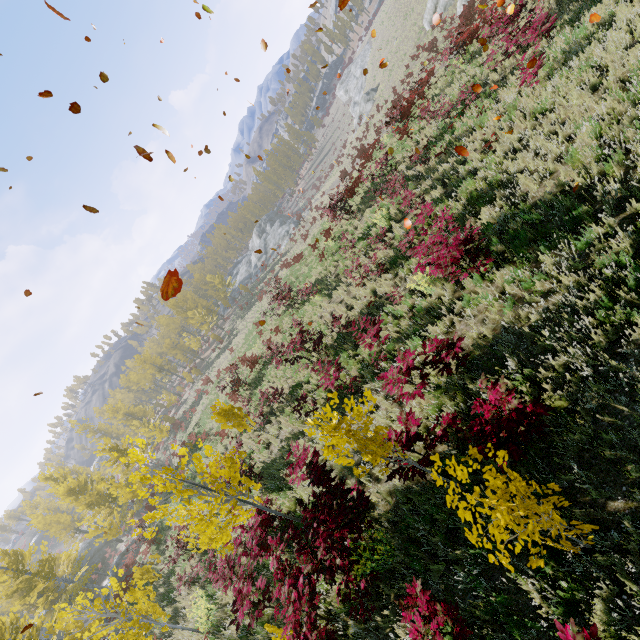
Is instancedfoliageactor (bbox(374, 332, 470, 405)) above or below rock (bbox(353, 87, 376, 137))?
above

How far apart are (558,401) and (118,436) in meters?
64.1 m

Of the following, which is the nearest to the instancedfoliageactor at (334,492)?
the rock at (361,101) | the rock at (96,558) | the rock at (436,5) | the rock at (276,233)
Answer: the rock at (96,558)

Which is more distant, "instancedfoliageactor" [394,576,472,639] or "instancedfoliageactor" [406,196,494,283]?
"instancedfoliageactor" [406,196,494,283]

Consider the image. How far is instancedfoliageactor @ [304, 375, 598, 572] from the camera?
3.04m

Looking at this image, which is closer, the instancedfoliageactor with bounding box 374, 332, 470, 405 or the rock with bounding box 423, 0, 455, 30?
the instancedfoliageactor with bounding box 374, 332, 470, 405

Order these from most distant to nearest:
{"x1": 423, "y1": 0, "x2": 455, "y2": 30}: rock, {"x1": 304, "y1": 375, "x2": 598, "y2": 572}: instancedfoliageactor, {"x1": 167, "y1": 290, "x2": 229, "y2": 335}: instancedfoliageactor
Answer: {"x1": 167, "y1": 290, "x2": 229, "y2": 335}: instancedfoliageactor < {"x1": 423, "y1": 0, "x2": 455, "y2": 30}: rock < {"x1": 304, "y1": 375, "x2": 598, "y2": 572}: instancedfoliageactor

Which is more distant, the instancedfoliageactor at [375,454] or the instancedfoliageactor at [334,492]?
the instancedfoliageactor at [334,492]
